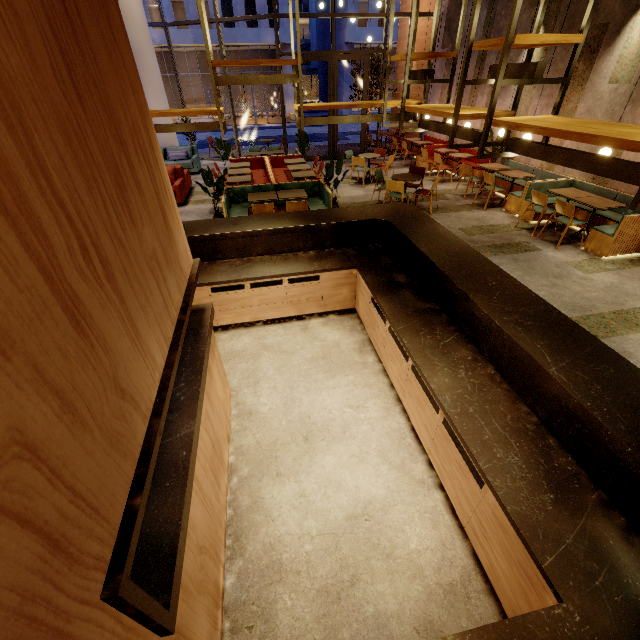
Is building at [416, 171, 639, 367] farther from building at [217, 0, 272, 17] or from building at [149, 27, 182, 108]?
building at [149, 27, 182, 108]

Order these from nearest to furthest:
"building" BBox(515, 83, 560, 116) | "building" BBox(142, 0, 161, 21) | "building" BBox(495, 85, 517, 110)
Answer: "building" BBox(515, 83, 560, 116) < "building" BBox(495, 85, 517, 110) < "building" BBox(142, 0, 161, 21)

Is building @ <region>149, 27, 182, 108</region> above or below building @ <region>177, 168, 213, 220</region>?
above

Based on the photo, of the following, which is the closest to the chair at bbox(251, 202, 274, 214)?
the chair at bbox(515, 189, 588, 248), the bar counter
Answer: the bar counter

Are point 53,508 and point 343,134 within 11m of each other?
no

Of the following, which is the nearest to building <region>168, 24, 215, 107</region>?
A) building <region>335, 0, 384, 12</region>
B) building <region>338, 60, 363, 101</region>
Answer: building <region>338, 60, 363, 101</region>

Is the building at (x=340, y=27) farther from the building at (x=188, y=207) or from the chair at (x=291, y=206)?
the chair at (x=291, y=206)

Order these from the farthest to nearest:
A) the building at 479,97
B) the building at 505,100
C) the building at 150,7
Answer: the building at 150,7, the building at 479,97, the building at 505,100
